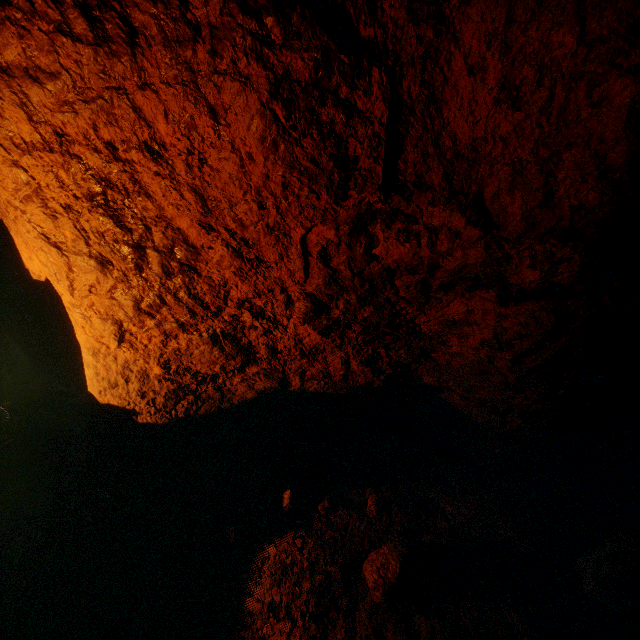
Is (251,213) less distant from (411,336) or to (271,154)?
(271,154)

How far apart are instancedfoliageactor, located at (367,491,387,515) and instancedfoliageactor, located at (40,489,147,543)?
1.6 meters

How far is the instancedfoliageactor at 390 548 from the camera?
2.0 meters

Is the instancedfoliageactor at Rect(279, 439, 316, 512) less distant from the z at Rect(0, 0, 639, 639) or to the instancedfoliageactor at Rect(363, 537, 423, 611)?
the z at Rect(0, 0, 639, 639)

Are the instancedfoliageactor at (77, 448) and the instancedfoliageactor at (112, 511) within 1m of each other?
yes

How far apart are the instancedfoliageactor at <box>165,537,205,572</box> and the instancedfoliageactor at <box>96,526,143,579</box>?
0.2m

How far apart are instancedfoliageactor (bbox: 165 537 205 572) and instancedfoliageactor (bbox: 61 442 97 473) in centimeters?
103cm

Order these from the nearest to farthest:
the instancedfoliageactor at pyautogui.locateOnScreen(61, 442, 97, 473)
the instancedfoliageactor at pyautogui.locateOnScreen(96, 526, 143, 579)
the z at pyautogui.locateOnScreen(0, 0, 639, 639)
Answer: the z at pyautogui.locateOnScreen(0, 0, 639, 639) < the instancedfoliageactor at pyautogui.locateOnScreen(96, 526, 143, 579) < the instancedfoliageactor at pyautogui.locateOnScreen(61, 442, 97, 473)
